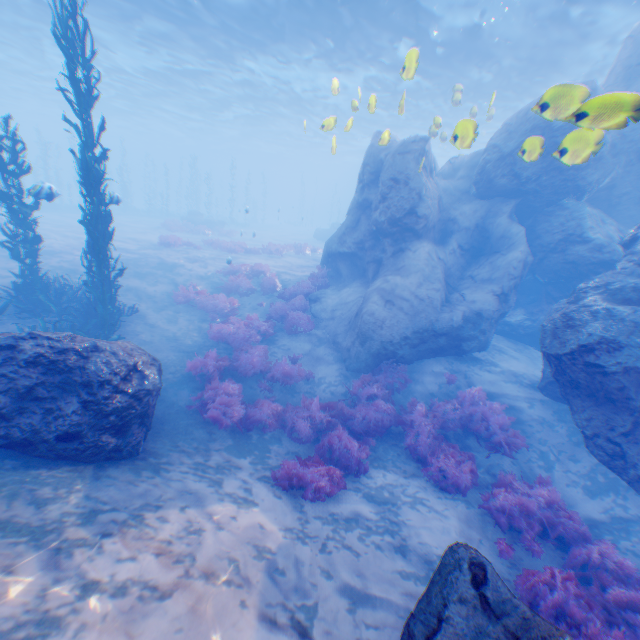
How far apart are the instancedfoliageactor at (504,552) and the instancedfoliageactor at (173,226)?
28.5m

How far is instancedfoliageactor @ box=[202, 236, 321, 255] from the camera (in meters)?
21.69

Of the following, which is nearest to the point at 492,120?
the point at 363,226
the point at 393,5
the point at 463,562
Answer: the point at 393,5

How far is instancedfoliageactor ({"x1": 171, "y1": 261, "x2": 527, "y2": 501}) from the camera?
7.5m

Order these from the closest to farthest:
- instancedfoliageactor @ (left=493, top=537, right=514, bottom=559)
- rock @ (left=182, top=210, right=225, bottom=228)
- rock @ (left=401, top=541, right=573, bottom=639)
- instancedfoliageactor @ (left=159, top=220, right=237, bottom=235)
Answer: rock @ (left=401, top=541, right=573, bottom=639) < instancedfoliageactor @ (left=493, top=537, right=514, bottom=559) < instancedfoliageactor @ (left=159, top=220, right=237, bottom=235) < rock @ (left=182, top=210, right=225, bottom=228)

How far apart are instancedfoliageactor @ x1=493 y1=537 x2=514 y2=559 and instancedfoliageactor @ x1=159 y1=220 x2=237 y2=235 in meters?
28.5 m

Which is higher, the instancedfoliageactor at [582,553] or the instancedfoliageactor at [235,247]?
the instancedfoliageactor at [235,247]

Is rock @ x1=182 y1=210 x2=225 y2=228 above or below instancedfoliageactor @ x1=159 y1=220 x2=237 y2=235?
above
